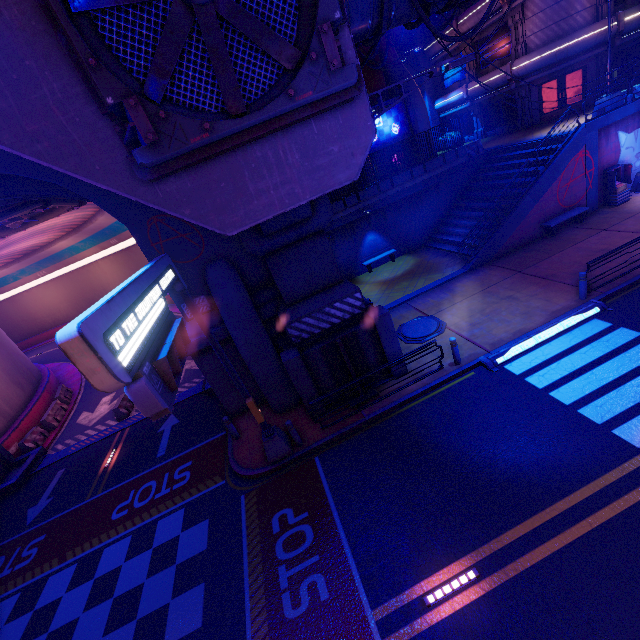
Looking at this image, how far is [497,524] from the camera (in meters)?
6.96

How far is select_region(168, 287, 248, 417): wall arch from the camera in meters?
11.9 m

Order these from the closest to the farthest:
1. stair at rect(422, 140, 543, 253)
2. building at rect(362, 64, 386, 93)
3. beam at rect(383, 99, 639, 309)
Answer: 1. beam at rect(383, 99, 639, 309)
2. stair at rect(422, 140, 543, 253)
3. building at rect(362, 64, 386, 93)

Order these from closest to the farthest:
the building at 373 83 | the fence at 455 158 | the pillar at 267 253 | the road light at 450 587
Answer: the road light at 450 587
the pillar at 267 253
the fence at 455 158
the building at 373 83

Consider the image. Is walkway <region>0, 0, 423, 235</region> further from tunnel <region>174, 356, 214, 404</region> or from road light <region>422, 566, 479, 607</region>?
road light <region>422, 566, 479, 607</region>

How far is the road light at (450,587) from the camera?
6.23m

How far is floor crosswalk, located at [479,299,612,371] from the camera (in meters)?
10.97

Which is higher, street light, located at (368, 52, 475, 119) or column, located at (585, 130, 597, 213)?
street light, located at (368, 52, 475, 119)
